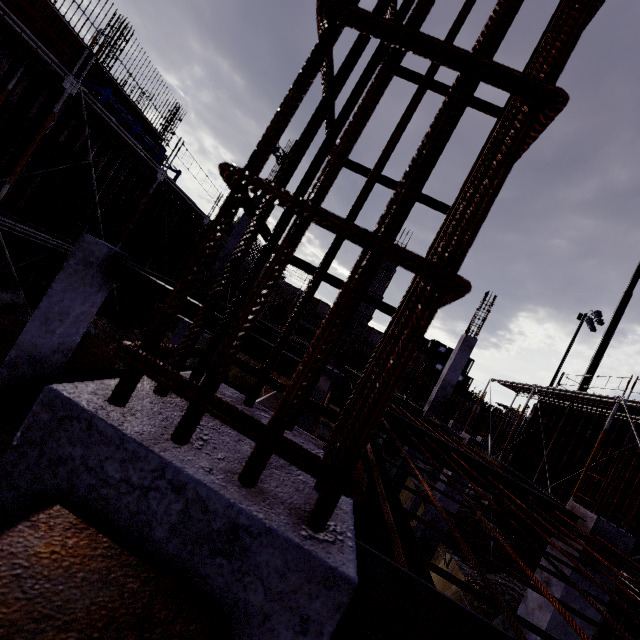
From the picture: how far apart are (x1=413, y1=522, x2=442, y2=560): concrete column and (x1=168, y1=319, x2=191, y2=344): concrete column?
9.32m

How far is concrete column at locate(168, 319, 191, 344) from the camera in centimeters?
1088cm

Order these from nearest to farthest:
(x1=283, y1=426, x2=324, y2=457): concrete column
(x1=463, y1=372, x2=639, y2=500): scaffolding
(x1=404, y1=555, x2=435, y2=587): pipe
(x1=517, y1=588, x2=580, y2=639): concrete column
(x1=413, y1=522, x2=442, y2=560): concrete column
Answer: (x1=283, y1=426, x2=324, y2=457): concrete column < (x1=517, y1=588, x2=580, y2=639): concrete column < (x1=404, y1=555, x2=435, y2=587): pipe < (x1=463, y1=372, x2=639, y2=500): scaffolding < (x1=413, y1=522, x2=442, y2=560): concrete column

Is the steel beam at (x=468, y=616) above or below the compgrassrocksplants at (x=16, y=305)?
above

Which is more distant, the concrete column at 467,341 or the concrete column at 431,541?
the concrete column at 467,341

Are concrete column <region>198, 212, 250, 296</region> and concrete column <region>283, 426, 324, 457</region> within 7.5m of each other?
no

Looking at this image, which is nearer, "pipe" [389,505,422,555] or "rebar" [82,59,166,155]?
"pipe" [389,505,422,555]

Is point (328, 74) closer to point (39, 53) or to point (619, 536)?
point (619, 536)
